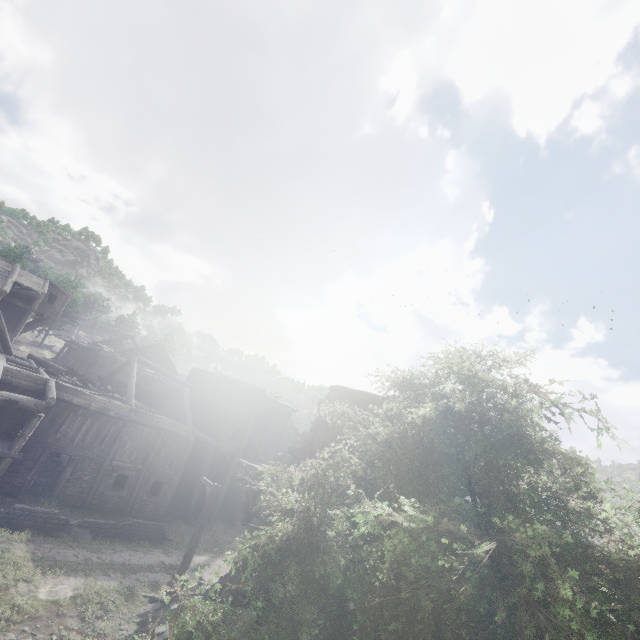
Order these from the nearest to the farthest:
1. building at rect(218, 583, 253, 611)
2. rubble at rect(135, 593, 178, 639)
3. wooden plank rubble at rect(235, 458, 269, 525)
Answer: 1. rubble at rect(135, 593, 178, 639)
2. building at rect(218, 583, 253, 611)
3. wooden plank rubble at rect(235, 458, 269, 525)

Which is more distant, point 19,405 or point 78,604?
point 19,405

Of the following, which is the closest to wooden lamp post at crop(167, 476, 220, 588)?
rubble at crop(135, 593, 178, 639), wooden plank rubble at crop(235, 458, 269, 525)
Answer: rubble at crop(135, 593, 178, 639)

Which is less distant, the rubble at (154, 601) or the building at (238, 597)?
the rubble at (154, 601)

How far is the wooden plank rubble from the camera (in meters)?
14.88

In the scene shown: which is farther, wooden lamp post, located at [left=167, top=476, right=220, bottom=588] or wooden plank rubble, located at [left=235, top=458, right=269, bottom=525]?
wooden plank rubble, located at [left=235, top=458, right=269, bottom=525]

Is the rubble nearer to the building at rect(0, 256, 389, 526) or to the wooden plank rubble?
the building at rect(0, 256, 389, 526)

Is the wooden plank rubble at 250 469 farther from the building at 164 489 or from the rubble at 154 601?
the rubble at 154 601
